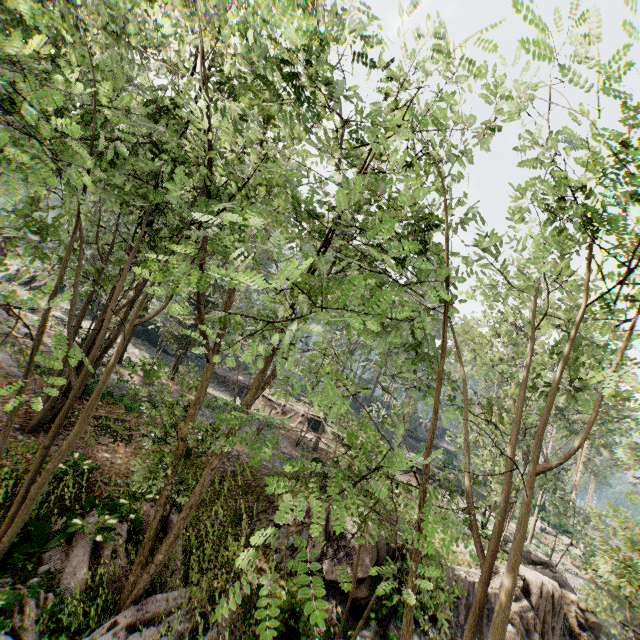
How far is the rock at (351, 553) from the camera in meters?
11.2 m

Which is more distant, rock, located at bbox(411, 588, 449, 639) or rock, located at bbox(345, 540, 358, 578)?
rock, located at bbox(345, 540, 358, 578)

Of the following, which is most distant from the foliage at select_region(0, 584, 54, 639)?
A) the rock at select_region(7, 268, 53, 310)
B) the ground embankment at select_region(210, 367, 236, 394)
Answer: the rock at select_region(7, 268, 53, 310)

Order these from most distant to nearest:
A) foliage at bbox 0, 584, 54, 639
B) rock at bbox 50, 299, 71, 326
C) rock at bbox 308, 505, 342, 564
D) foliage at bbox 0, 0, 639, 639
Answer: rock at bbox 50, 299, 71, 326 → rock at bbox 308, 505, 342, 564 → foliage at bbox 0, 584, 54, 639 → foliage at bbox 0, 0, 639, 639

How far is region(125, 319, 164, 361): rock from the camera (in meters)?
32.94

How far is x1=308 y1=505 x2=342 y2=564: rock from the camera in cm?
1185

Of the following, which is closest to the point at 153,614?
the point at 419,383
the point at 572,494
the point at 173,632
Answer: the point at 173,632

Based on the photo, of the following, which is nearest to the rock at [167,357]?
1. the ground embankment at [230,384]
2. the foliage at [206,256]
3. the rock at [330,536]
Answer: the ground embankment at [230,384]
